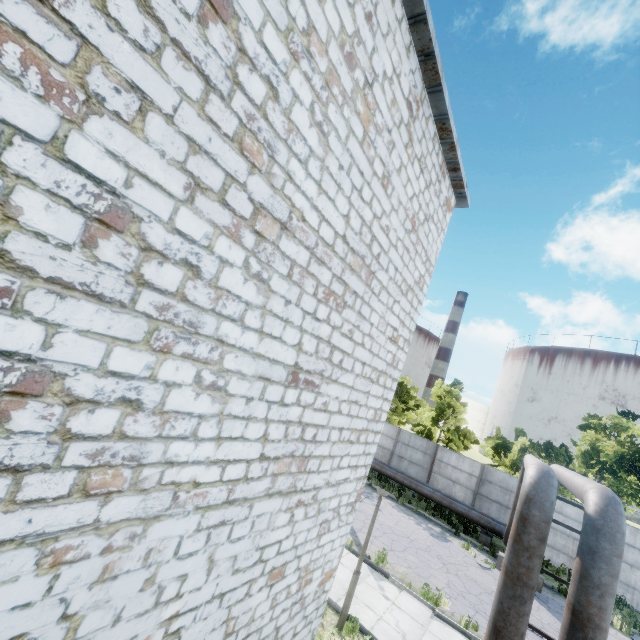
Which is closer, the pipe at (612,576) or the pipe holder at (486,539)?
the pipe at (612,576)

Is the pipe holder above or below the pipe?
below

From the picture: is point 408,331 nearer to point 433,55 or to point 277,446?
point 277,446

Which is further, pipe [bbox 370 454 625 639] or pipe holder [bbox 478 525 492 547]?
pipe holder [bbox 478 525 492 547]

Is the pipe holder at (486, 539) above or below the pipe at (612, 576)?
below

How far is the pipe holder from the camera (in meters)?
17.05
